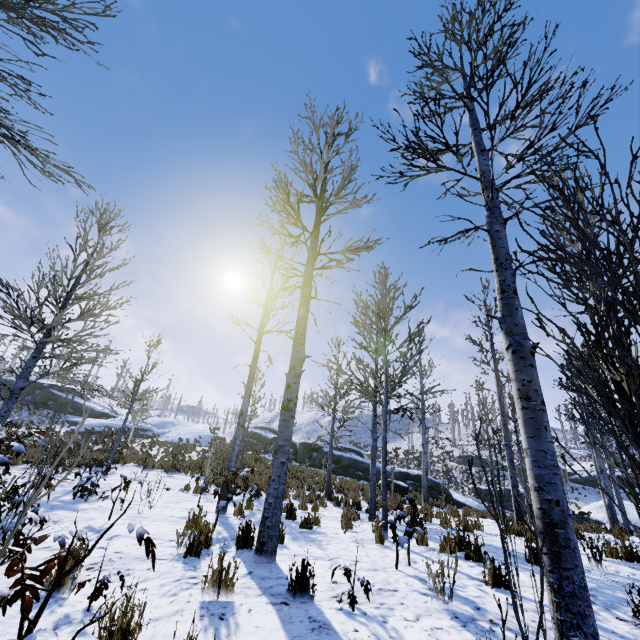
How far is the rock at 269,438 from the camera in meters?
32.0 m

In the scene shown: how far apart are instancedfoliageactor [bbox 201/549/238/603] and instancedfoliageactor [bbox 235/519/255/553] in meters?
1.8 m

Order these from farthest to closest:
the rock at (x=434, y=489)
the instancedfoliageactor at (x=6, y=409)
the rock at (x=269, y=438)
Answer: the rock at (x=269, y=438) < the rock at (x=434, y=489) < the instancedfoliageactor at (x=6, y=409)

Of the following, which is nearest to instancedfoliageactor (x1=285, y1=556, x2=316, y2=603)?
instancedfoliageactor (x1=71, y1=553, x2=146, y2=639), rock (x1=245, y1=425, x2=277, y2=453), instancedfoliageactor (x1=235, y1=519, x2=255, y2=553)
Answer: instancedfoliageactor (x1=235, y1=519, x2=255, y2=553)

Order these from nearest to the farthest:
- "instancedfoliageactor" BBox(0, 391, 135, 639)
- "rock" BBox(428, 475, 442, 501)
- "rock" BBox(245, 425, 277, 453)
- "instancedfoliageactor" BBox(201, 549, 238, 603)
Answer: "instancedfoliageactor" BBox(0, 391, 135, 639), "instancedfoliageactor" BBox(201, 549, 238, 603), "rock" BBox(428, 475, 442, 501), "rock" BBox(245, 425, 277, 453)

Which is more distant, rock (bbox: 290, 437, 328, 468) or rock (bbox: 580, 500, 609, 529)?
rock (bbox: 290, 437, 328, 468)

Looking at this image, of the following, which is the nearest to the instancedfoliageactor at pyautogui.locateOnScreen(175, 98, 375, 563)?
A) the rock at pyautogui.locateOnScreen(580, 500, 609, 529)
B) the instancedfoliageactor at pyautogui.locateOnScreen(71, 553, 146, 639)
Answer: the instancedfoliageactor at pyautogui.locateOnScreen(71, 553, 146, 639)

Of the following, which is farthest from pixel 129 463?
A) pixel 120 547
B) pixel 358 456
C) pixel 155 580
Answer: pixel 358 456
